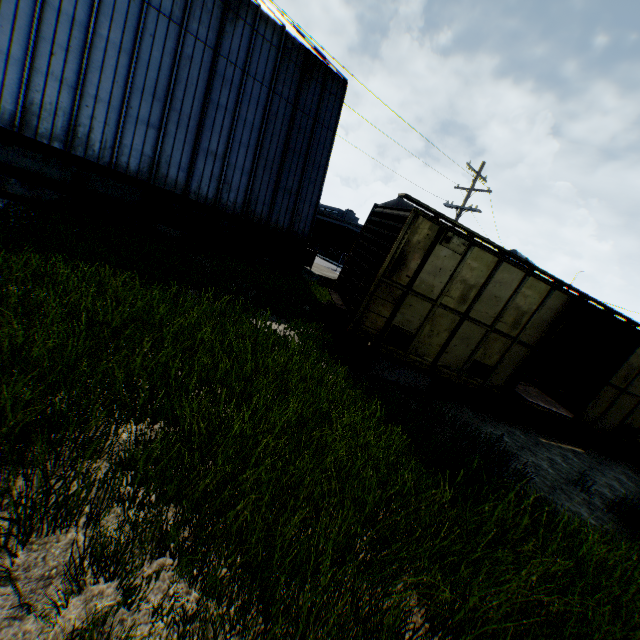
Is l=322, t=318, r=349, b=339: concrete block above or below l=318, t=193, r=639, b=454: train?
below

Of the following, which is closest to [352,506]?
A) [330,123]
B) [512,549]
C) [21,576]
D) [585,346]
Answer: [512,549]

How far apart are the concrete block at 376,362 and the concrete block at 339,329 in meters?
1.3 m

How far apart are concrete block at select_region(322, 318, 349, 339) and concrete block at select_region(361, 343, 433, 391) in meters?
1.3 m

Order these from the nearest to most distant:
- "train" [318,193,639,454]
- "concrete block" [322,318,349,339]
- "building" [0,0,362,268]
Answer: "train" [318,193,639,454] → "concrete block" [322,318,349,339] → "building" [0,0,362,268]

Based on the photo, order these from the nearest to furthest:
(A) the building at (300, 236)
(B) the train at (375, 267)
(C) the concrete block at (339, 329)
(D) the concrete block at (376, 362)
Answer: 1. (B) the train at (375, 267)
2. (D) the concrete block at (376, 362)
3. (C) the concrete block at (339, 329)
4. (A) the building at (300, 236)

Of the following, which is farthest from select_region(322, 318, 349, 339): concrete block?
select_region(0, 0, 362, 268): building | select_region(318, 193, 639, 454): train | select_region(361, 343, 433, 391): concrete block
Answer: select_region(0, 0, 362, 268): building

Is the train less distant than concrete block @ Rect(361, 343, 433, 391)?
Yes
